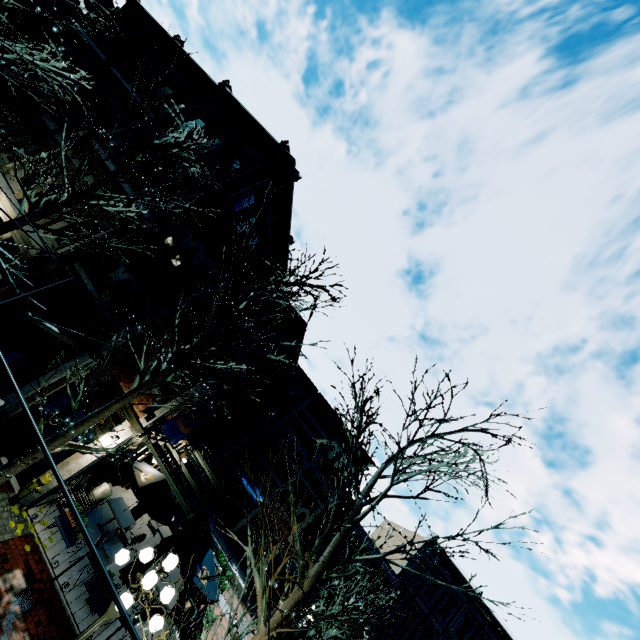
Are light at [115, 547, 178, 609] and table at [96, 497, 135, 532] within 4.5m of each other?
no

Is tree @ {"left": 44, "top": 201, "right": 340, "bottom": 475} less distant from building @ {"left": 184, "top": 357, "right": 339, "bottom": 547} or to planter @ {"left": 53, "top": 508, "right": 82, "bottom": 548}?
building @ {"left": 184, "top": 357, "right": 339, "bottom": 547}

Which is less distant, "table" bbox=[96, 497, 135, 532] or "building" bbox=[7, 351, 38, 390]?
"building" bbox=[7, 351, 38, 390]

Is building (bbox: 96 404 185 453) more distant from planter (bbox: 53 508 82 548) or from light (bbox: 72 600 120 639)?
light (bbox: 72 600 120 639)

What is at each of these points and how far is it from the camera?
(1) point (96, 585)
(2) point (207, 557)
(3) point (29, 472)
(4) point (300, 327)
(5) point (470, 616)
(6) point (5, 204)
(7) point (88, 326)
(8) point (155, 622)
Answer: (1) planter, 8.2 meters
(2) table, 11.5 meters
(3) building, 9.5 meters
(4) building, 12.6 meters
(5) building, 25.9 meters
(6) building, 12.2 meters
(7) building, 11.3 meters
(8) light, 5.6 meters

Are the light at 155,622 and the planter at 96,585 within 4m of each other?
yes

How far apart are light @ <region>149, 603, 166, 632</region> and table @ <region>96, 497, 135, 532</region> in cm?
626

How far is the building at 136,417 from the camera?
9.9 meters
